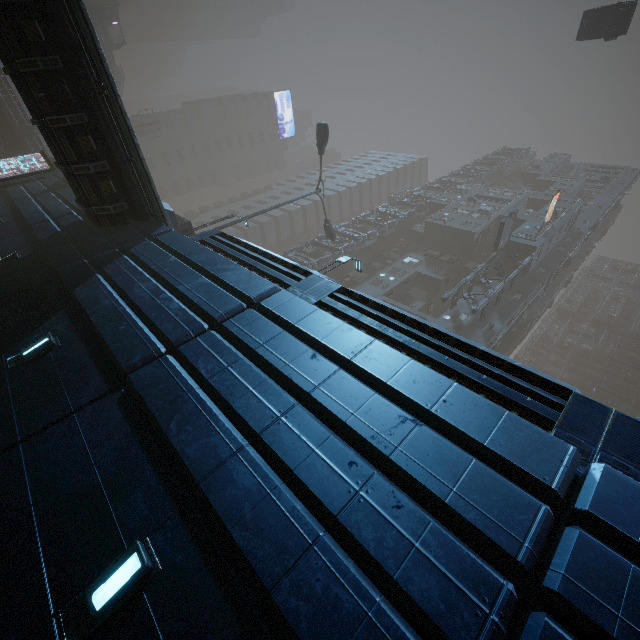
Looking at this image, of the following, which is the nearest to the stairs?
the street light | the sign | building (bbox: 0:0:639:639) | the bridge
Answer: the bridge

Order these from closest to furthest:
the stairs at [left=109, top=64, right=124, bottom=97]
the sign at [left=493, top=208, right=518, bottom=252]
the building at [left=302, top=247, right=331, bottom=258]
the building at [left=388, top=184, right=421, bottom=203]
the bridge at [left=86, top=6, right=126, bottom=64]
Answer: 1. the sign at [left=493, top=208, right=518, bottom=252]
2. the building at [left=302, top=247, right=331, bottom=258]
3. the bridge at [left=86, top=6, right=126, bottom=64]
4. the stairs at [left=109, top=64, right=124, bottom=97]
5. the building at [left=388, top=184, right=421, bottom=203]

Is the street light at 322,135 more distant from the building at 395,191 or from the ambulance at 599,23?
the ambulance at 599,23

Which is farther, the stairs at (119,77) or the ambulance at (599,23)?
the stairs at (119,77)

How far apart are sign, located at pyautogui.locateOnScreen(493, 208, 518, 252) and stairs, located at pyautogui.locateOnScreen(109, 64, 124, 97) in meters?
53.6

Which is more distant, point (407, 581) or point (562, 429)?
point (562, 429)

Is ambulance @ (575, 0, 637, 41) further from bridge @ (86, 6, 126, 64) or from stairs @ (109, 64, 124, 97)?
stairs @ (109, 64, 124, 97)

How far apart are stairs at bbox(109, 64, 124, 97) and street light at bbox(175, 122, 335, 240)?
41.7m
